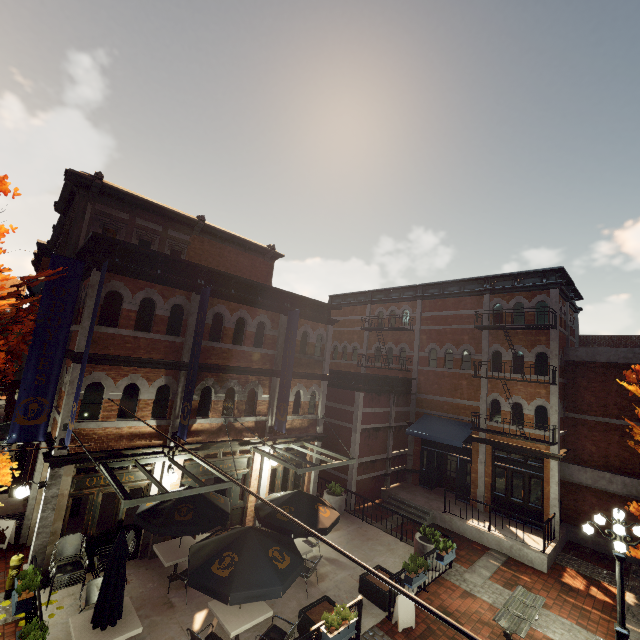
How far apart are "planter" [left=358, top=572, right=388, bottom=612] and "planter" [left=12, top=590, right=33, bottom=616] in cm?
817

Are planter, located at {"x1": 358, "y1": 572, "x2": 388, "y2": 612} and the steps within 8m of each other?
yes

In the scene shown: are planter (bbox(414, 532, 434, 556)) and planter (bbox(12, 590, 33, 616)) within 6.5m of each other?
no

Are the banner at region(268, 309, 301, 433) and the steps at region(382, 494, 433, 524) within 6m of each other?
no

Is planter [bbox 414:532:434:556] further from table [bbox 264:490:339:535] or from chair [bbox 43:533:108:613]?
chair [bbox 43:533:108:613]

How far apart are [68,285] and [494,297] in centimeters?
1846cm

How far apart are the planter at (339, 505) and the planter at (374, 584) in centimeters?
442cm

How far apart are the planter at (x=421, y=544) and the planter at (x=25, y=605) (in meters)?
10.97
